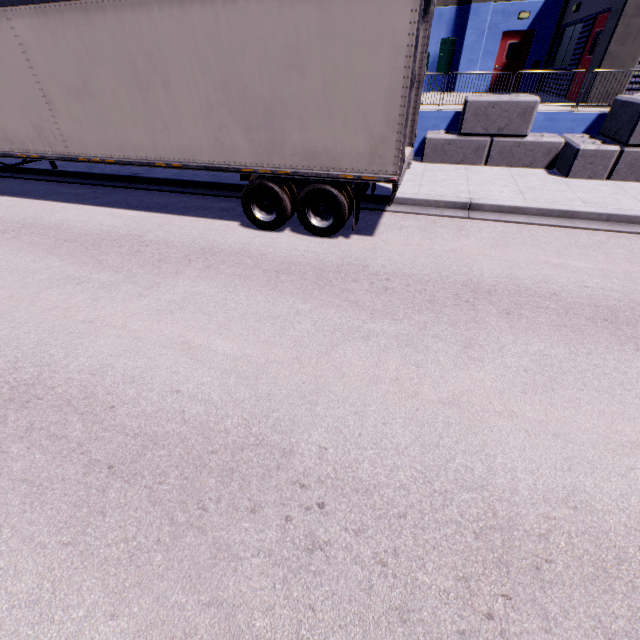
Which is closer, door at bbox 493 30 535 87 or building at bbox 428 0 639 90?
building at bbox 428 0 639 90

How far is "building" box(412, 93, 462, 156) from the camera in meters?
10.7

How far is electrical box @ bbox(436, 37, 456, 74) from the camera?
16.69m

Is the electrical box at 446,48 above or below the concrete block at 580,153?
above

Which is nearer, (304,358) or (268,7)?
(304,358)

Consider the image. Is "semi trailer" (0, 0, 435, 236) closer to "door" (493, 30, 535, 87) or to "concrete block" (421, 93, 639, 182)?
"concrete block" (421, 93, 639, 182)

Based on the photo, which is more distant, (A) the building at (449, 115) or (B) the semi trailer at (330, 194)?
(A) the building at (449, 115)

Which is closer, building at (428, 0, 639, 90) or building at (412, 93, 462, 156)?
building at (428, 0, 639, 90)
